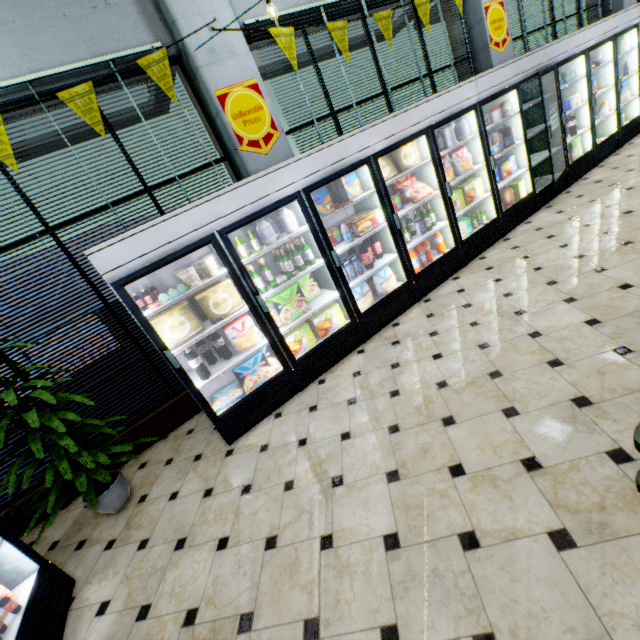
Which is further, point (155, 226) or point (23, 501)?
point (23, 501)

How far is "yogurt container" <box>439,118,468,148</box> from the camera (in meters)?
4.40

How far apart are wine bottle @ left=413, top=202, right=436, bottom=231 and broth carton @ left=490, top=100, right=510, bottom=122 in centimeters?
198cm

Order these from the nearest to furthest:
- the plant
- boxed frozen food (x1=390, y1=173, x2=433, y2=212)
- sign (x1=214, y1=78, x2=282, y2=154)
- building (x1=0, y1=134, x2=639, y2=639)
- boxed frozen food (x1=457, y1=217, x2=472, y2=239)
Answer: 1. building (x1=0, y1=134, x2=639, y2=639)
2. the plant
3. sign (x1=214, y1=78, x2=282, y2=154)
4. boxed frozen food (x1=390, y1=173, x2=433, y2=212)
5. boxed frozen food (x1=457, y1=217, x2=472, y2=239)

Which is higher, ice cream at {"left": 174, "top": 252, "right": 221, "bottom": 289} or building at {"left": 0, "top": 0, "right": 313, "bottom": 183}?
building at {"left": 0, "top": 0, "right": 313, "bottom": 183}

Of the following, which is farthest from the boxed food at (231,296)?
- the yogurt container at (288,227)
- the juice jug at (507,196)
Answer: the juice jug at (507,196)

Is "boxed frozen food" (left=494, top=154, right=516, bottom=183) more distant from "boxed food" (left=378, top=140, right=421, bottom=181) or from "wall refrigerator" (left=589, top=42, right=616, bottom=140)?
"boxed food" (left=378, top=140, right=421, bottom=181)

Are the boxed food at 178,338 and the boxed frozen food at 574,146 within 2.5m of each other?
no
